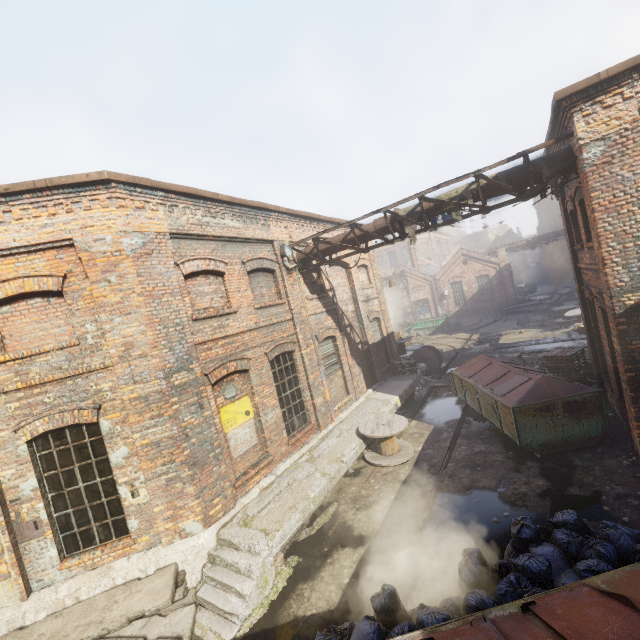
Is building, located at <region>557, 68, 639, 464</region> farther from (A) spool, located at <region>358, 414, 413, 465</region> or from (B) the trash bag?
(A) spool, located at <region>358, 414, 413, 465</region>

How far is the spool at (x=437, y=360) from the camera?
17.0m

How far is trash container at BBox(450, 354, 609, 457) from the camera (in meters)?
7.95

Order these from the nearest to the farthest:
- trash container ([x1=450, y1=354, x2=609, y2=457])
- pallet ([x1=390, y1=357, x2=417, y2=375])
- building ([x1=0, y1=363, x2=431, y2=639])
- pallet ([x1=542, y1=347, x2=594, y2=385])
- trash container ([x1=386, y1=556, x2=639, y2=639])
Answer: trash container ([x1=386, y1=556, x2=639, y2=639]) → building ([x1=0, y1=363, x2=431, y2=639]) → trash container ([x1=450, y1=354, x2=609, y2=457]) → pallet ([x1=542, y1=347, x2=594, y2=385]) → pallet ([x1=390, y1=357, x2=417, y2=375])

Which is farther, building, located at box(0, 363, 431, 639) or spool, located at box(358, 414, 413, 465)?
spool, located at box(358, 414, 413, 465)

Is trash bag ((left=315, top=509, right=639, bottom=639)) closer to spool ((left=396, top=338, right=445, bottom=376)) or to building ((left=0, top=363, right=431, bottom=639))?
building ((left=0, top=363, right=431, bottom=639))

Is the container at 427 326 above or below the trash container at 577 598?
below

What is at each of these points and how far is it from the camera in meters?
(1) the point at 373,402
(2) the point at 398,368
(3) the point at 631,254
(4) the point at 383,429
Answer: (1) building, 12.6
(2) pallet, 15.8
(3) building, 6.2
(4) spool, 9.7
